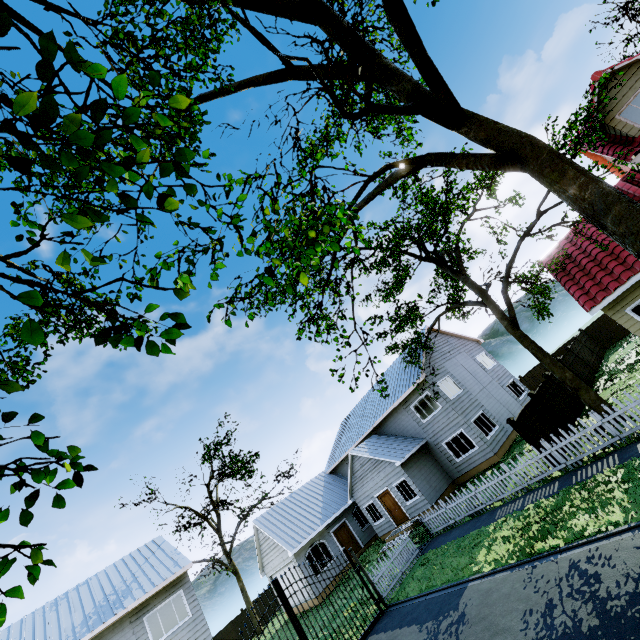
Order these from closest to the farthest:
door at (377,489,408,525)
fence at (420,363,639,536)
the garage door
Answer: fence at (420,363,639,536)
door at (377,489,408,525)
the garage door

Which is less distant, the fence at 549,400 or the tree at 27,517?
the tree at 27,517

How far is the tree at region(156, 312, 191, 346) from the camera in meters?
2.1

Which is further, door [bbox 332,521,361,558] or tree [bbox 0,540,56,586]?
door [bbox 332,521,361,558]

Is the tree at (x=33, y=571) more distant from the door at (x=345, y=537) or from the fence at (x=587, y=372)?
the door at (x=345, y=537)

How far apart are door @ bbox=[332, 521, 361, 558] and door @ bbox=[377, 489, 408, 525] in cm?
438

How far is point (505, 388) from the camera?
24.6 meters

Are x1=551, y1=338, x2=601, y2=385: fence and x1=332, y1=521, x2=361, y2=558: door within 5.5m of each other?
no
